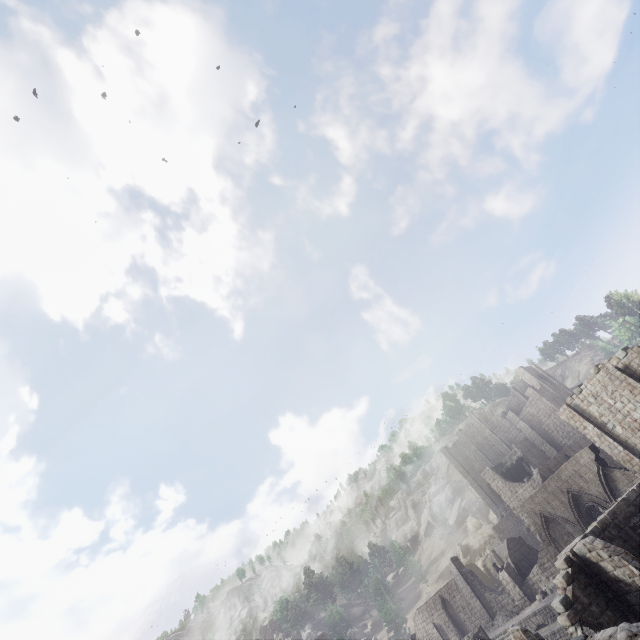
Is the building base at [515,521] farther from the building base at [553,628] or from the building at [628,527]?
the building base at [553,628]

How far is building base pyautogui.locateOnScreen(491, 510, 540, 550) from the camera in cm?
4438

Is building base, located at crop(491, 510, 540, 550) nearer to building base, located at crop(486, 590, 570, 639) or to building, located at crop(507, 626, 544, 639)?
building, located at crop(507, 626, 544, 639)

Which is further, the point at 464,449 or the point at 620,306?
the point at 464,449

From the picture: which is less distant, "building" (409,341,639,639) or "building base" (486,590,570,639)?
"building" (409,341,639,639)
